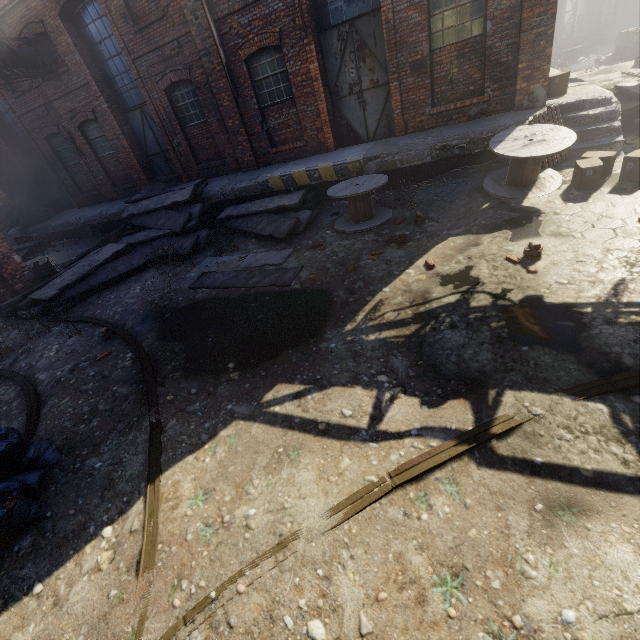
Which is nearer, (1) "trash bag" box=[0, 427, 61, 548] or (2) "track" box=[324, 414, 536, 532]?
(2) "track" box=[324, 414, 536, 532]

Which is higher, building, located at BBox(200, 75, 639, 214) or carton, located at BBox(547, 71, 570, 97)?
carton, located at BBox(547, 71, 570, 97)

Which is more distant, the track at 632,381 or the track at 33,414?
the track at 33,414

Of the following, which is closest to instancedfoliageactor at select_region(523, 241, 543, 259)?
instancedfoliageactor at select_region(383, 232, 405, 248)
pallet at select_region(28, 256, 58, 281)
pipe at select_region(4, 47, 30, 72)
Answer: instancedfoliageactor at select_region(383, 232, 405, 248)

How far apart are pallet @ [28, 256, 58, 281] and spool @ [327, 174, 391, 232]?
9.6 meters

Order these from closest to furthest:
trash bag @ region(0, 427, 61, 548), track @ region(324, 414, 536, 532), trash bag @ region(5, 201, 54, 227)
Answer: track @ region(324, 414, 536, 532), trash bag @ region(0, 427, 61, 548), trash bag @ region(5, 201, 54, 227)

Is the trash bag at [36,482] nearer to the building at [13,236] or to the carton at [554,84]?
the building at [13,236]

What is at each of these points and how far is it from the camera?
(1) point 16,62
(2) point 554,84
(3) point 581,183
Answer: (1) pipe, 10.8 meters
(2) carton, 8.4 meters
(3) carton, 6.5 meters
